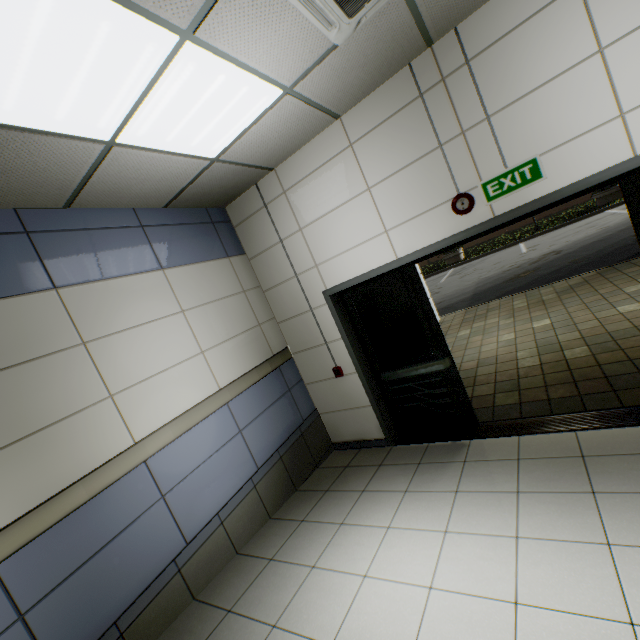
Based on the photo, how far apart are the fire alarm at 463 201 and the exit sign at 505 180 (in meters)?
0.10

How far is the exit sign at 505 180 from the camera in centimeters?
276cm

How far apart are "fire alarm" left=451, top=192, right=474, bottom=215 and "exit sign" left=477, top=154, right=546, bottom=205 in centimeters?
10cm

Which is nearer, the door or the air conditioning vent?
the air conditioning vent

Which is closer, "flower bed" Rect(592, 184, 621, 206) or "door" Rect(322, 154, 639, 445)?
"door" Rect(322, 154, 639, 445)

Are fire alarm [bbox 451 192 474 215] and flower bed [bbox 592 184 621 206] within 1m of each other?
no

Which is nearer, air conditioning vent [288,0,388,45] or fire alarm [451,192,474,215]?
air conditioning vent [288,0,388,45]

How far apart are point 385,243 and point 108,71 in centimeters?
268cm
